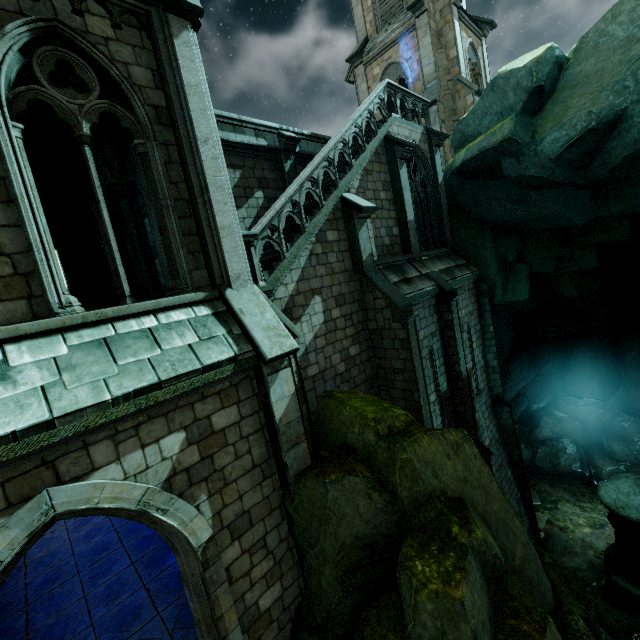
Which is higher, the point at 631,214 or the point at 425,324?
the point at 631,214

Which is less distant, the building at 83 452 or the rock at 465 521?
the building at 83 452

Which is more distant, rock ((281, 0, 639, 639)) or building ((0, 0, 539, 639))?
rock ((281, 0, 639, 639))
